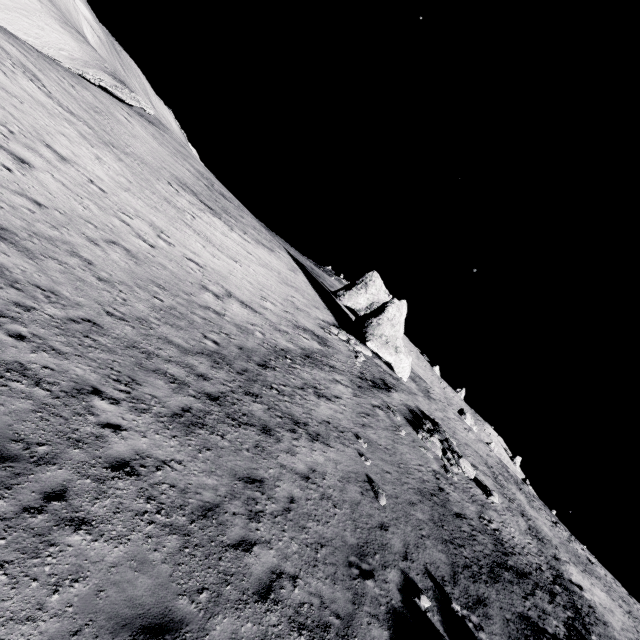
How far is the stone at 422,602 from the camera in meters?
8.9

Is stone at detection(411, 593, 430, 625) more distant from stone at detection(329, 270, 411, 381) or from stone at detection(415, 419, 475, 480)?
stone at detection(329, 270, 411, 381)

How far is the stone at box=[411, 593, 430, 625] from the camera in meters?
8.9

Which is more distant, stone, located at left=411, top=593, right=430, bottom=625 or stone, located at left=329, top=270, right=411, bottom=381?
stone, located at left=329, top=270, right=411, bottom=381

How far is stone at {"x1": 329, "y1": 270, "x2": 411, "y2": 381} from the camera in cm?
2817

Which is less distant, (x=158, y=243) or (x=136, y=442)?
(x=136, y=442)

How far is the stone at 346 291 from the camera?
28.2 meters

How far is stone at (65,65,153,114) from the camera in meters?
29.4
